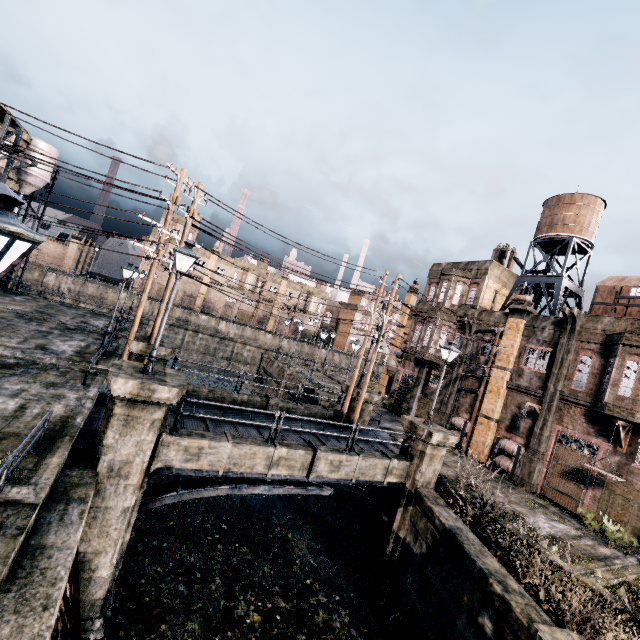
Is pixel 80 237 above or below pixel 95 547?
above

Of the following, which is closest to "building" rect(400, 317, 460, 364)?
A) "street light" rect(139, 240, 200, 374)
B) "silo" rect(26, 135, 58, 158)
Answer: "street light" rect(139, 240, 200, 374)

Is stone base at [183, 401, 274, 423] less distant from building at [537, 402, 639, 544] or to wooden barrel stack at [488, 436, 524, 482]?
wooden barrel stack at [488, 436, 524, 482]

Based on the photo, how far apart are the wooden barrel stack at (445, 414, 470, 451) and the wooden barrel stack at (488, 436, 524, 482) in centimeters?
240cm

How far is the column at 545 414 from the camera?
20.8 meters

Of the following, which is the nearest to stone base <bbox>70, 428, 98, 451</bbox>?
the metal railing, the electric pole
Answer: the metal railing

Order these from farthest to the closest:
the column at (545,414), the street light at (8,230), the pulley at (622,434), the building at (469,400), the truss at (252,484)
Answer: the building at (469,400), the column at (545,414), the pulley at (622,434), the truss at (252,484), the street light at (8,230)

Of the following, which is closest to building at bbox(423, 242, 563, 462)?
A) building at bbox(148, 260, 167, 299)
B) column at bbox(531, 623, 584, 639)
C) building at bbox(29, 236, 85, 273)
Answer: column at bbox(531, 623, 584, 639)
